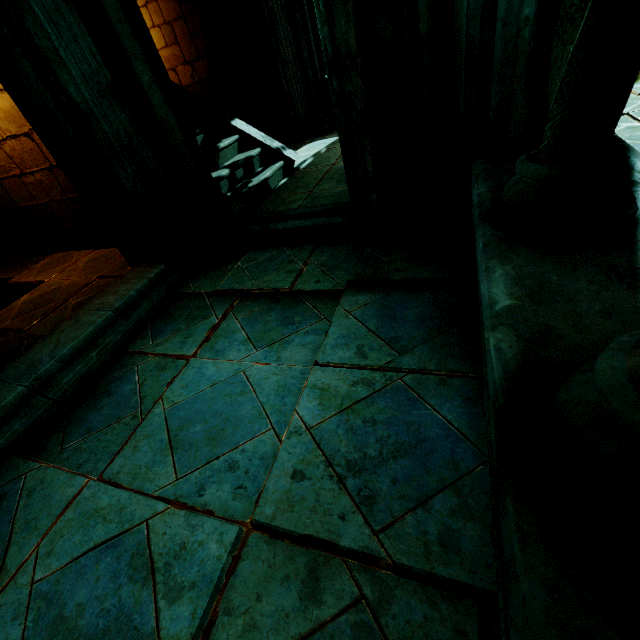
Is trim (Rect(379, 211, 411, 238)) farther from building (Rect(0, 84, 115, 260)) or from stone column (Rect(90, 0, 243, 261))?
stone column (Rect(90, 0, 243, 261))

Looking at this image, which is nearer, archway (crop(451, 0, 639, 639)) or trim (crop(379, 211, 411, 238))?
archway (crop(451, 0, 639, 639))

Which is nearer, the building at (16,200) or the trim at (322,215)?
the trim at (322,215)

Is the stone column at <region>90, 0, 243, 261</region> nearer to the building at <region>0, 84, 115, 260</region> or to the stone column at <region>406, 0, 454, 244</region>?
the building at <region>0, 84, 115, 260</region>

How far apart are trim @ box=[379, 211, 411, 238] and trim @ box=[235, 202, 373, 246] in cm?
12

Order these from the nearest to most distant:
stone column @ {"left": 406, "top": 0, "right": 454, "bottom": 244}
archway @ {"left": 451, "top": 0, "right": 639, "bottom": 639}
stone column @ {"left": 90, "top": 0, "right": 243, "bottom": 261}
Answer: archway @ {"left": 451, "top": 0, "right": 639, "bottom": 639}
stone column @ {"left": 406, "top": 0, "right": 454, "bottom": 244}
stone column @ {"left": 90, "top": 0, "right": 243, "bottom": 261}

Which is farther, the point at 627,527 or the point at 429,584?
the point at 429,584

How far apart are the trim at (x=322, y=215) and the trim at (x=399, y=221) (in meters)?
0.12
